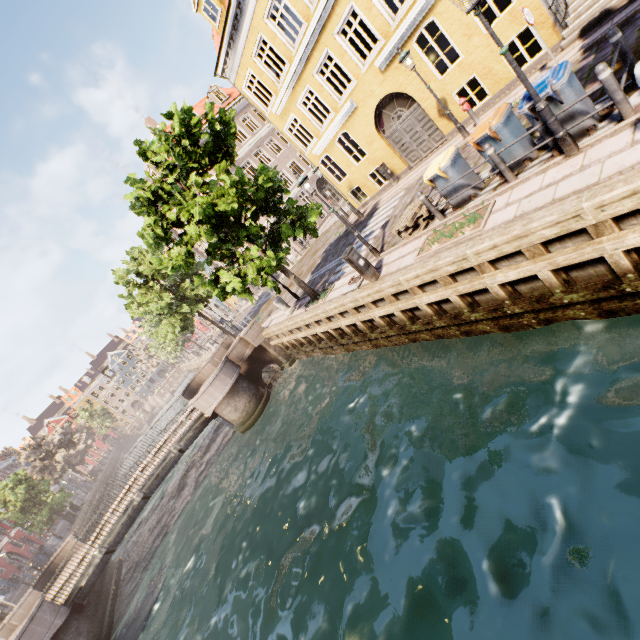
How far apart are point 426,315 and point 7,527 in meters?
61.6

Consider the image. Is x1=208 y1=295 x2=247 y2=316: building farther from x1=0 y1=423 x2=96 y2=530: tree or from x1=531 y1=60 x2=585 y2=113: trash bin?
x1=531 y1=60 x2=585 y2=113: trash bin

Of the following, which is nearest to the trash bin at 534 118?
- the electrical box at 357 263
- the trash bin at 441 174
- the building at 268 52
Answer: the trash bin at 441 174

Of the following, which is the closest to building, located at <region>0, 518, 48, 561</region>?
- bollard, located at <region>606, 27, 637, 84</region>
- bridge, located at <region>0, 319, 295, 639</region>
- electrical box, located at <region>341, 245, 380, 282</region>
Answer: bridge, located at <region>0, 319, 295, 639</region>

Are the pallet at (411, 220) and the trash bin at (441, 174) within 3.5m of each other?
yes

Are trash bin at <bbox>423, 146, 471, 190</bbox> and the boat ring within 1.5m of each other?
no

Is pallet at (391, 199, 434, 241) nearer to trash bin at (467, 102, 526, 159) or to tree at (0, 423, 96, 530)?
trash bin at (467, 102, 526, 159)

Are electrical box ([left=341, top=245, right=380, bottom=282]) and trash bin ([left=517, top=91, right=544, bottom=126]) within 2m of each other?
no
